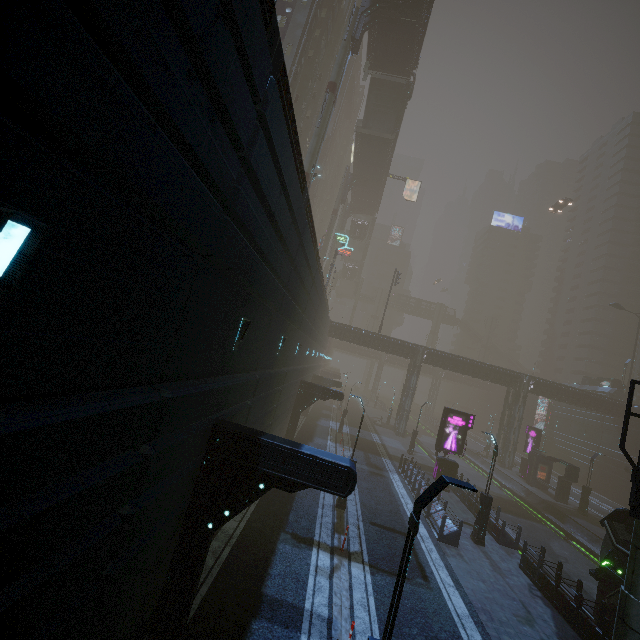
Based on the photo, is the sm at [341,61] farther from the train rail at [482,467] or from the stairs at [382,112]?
the stairs at [382,112]

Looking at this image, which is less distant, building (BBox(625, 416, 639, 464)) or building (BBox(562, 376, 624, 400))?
building (BBox(625, 416, 639, 464))

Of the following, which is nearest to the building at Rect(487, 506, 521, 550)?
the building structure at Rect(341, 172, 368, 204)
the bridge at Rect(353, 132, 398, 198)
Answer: the building structure at Rect(341, 172, 368, 204)

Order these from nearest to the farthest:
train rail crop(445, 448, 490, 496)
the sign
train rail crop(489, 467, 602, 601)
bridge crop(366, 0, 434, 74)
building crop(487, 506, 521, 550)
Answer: building crop(487, 506, 521, 550) → train rail crop(489, 467, 602, 601) → the sign → bridge crop(366, 0, 434, 74) → train rail crop(445, 448, 490, 496)

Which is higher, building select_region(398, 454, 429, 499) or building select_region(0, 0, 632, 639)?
building select_region(0, 0, 632, 639)

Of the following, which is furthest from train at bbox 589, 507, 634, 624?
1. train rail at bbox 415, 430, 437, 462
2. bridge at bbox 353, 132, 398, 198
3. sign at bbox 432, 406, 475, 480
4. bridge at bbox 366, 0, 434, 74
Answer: bridge at bbox 353, 132, 398, 198

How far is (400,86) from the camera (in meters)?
39.03

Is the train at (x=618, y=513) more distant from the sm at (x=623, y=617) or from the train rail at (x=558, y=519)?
the sm at (x=623, y=617)
